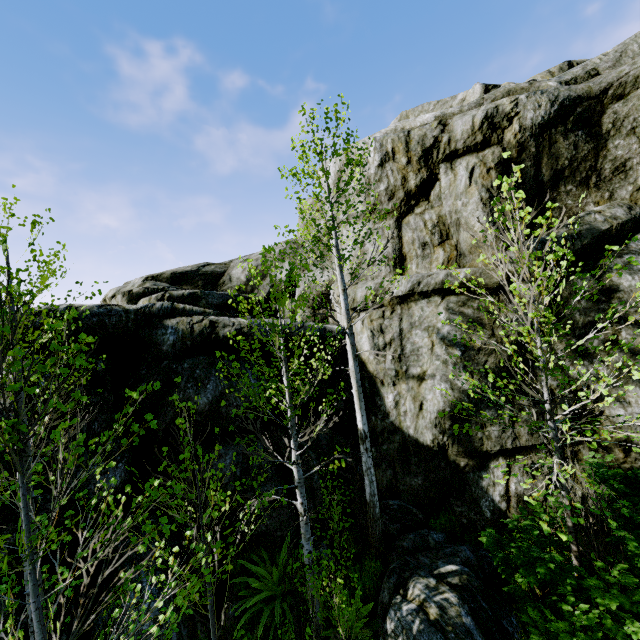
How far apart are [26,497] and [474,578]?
6.5 meters

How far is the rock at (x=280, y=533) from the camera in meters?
7.3

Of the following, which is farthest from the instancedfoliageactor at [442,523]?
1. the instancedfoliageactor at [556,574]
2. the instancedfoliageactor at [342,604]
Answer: the instancedfoliageactor at [556,574]

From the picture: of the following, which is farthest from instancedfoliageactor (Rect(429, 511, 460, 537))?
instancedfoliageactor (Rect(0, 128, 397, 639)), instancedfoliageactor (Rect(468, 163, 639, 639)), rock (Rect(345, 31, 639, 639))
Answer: instancedfoliageactor (Rect(468, 163, 639, 639))

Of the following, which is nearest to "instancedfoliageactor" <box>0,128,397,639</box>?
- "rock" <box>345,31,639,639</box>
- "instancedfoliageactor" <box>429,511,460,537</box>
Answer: "rock" <box>345,31,639,639</box>

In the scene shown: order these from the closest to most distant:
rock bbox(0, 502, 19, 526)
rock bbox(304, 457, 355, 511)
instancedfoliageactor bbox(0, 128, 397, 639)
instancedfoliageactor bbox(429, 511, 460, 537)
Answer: instancedfoliageactor bbox(0, 128, 397, 639)
rock bbox(0, 502, 19, 526)
instancedfoliageactor bbox(429, 511, 460, 537)
rock bbox(304, 457, 355, 511)

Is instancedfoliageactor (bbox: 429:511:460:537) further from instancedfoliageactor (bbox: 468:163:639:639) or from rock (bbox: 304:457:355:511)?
instancedfoliageactor (bbox: 468:163:639:639)

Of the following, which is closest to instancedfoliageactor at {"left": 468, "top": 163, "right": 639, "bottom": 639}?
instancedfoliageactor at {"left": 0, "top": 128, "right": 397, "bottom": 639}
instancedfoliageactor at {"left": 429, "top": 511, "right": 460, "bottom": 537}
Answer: instancedfoliageactor at {"left": 0, "top": 128, "right": 397, "bottom": 639}
